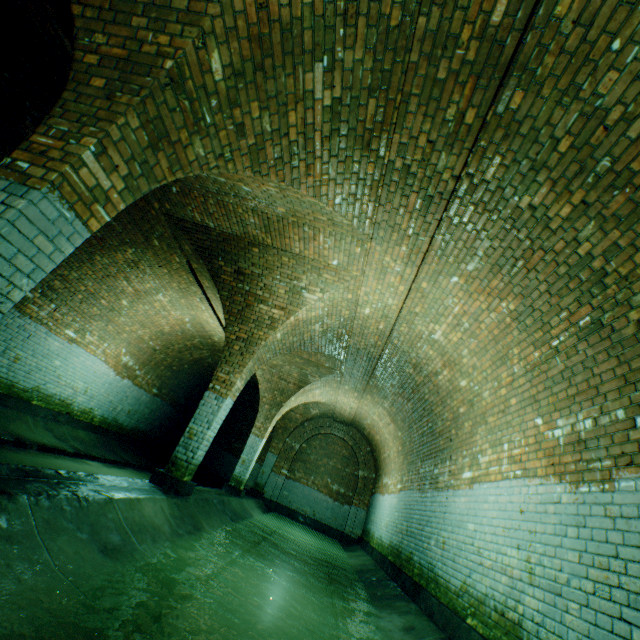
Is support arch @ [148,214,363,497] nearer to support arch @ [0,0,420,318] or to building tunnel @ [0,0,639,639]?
building tunnel @ [0,0,639,639]

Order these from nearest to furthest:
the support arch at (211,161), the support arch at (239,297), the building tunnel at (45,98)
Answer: the support arch at (211,161)
the building tunnel at (45,98)
the support arch at (239,297)

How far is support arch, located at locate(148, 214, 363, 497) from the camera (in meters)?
6.08

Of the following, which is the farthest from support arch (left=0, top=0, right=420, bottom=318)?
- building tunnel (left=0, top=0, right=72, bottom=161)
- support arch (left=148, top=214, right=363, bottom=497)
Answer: support arch (left=148, top=214, right=363, bottom=497)

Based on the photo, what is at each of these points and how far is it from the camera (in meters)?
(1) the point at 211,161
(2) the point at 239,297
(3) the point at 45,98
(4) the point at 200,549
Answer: (1) support arch, 3.22
(2) support arch, 6.87
(3) building tunnel, 4.88
(4) building tunnel, 4.43

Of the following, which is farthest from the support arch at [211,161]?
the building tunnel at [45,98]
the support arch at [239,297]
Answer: the support arch at [239,297]
